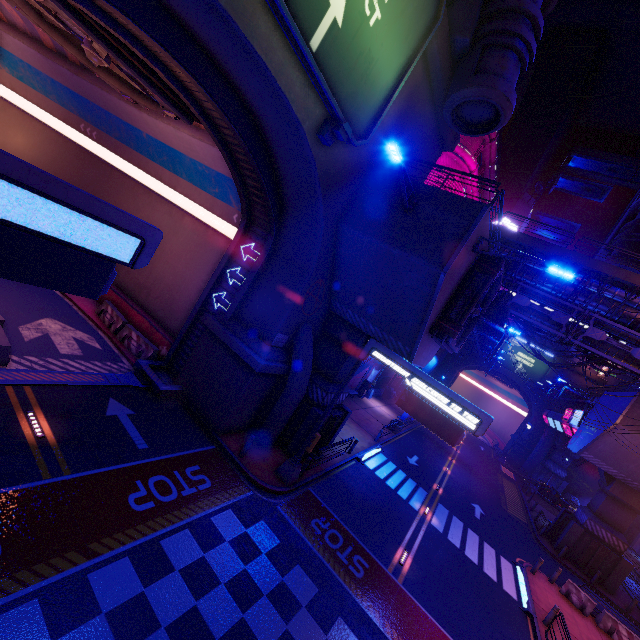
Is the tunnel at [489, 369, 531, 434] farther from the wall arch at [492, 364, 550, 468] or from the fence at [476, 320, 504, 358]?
the fence at [476, 320, 504, 358]

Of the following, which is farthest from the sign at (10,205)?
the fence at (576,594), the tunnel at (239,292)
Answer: the fence at (576,594)

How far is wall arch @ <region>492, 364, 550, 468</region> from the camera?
Result: 50.81m

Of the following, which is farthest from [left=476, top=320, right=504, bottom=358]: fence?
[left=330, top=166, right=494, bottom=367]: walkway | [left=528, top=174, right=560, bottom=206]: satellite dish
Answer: [left=528, top=174, right=560, bottom=206]: satellite dish

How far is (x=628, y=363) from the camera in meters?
21.4

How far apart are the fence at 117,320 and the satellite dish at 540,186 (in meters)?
67.00

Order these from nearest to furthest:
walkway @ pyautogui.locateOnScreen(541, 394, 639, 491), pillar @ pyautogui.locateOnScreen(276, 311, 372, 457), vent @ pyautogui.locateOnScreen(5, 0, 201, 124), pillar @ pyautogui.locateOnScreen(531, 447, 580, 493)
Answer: vent @ pyautogui.locateOnScreen(5, 0, 201, 124), pillar @ pyautogui.locateOnScreen(276, 311, 372, 457), walkway @ pyautogui.locateOnScreen(541, 394, 639, 491), pillar @ pyautogui.locateOnScreen(531, 447, 580, 493)

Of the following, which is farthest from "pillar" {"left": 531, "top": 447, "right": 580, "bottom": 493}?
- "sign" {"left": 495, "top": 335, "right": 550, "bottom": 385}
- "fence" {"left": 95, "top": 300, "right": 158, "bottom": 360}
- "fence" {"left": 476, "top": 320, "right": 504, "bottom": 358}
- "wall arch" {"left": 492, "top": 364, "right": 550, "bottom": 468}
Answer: "fence" {"left": 95, "top": 300, "right": 158, "bottom": 360}
